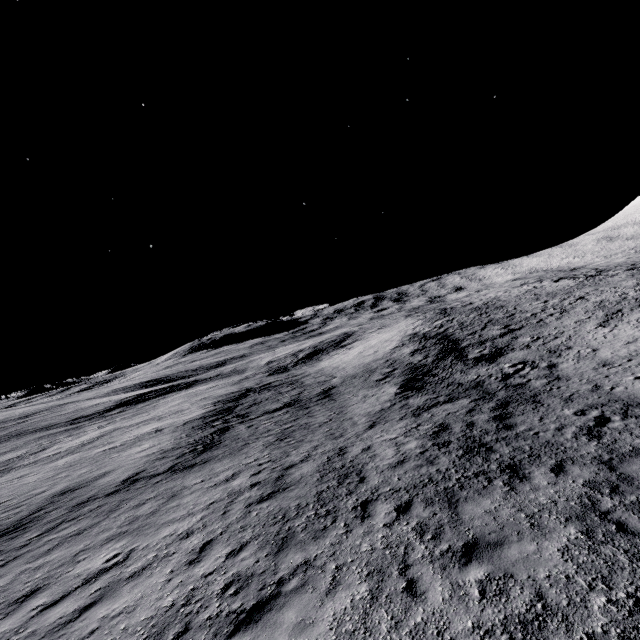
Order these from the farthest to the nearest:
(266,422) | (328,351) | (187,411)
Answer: (328,351)
(187,411)
(266,422)
